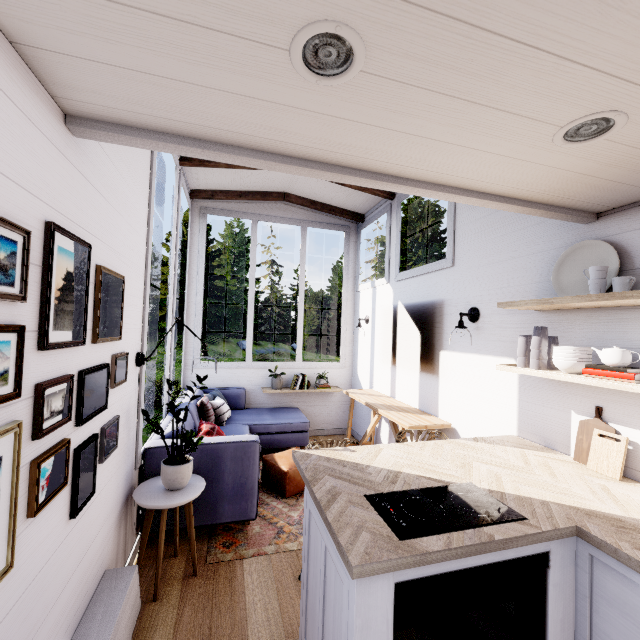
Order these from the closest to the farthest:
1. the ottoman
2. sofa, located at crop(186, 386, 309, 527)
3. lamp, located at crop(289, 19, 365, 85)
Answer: lamp, located at crop(289, 19, 365, 85), sofa, located at crop(186, 386, 309, 527), the ottoman

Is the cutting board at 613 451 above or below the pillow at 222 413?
above

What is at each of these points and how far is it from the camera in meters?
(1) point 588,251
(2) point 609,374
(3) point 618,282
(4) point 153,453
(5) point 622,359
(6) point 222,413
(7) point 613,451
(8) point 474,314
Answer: (1) plate, 2.0 m
(2) book, 1.7 m
(3) cup, 1.7 m
(4) sofa, 2.5 m
(5) teapot, 1.6 m
(6) pillow, 4.1 m
(7) cutting board, 1.8 m
(8) lamp, 2.9 m

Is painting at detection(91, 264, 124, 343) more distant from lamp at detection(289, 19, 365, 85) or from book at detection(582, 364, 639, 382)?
book at detection(582, 364, 639, 382)

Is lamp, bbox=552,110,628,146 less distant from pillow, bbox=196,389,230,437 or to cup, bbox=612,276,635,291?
cup, bbox=612,276,635,291

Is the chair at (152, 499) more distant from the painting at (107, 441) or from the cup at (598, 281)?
the cup at (598, 281)

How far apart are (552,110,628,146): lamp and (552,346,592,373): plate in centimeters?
110cm

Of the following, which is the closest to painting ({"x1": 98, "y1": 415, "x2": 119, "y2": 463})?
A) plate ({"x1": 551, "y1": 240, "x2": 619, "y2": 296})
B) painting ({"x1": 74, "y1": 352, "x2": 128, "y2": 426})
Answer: painting ({"x1": 74, "y1": 352, "x2": 128, "y2": 426})
